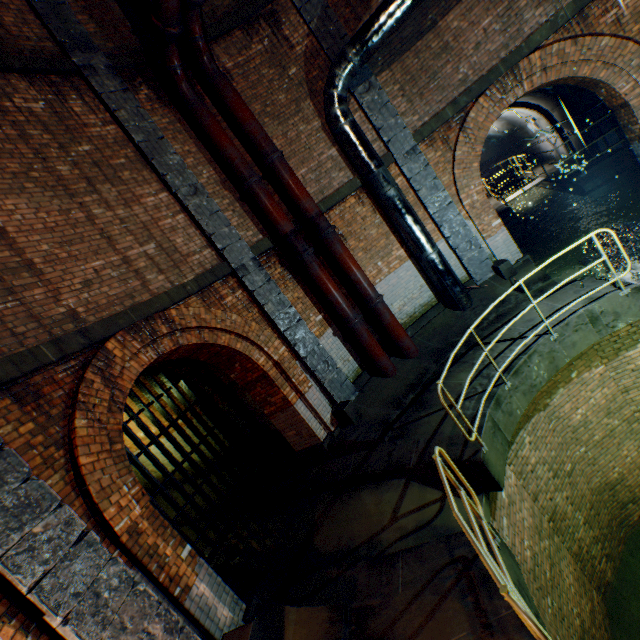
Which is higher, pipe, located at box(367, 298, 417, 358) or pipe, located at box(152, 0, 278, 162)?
pipe, located at box(152, 0, 278, 162)

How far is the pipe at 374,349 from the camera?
8.0m

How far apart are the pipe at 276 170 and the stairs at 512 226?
7.96m

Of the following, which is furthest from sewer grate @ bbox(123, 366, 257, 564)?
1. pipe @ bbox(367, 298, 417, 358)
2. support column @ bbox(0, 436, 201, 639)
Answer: pipe @ bbox(367, 298, 417, 358)

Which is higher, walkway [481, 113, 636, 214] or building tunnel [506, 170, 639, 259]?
walkway [481, 113, 636, 214]

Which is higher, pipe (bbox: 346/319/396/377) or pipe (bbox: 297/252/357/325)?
pipe (bbox: 297/252/357/325)

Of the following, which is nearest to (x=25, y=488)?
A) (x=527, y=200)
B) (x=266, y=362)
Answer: (x=266, y=362)

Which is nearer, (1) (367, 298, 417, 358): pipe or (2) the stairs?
(1) (367, 298, 417, 358): pipe
